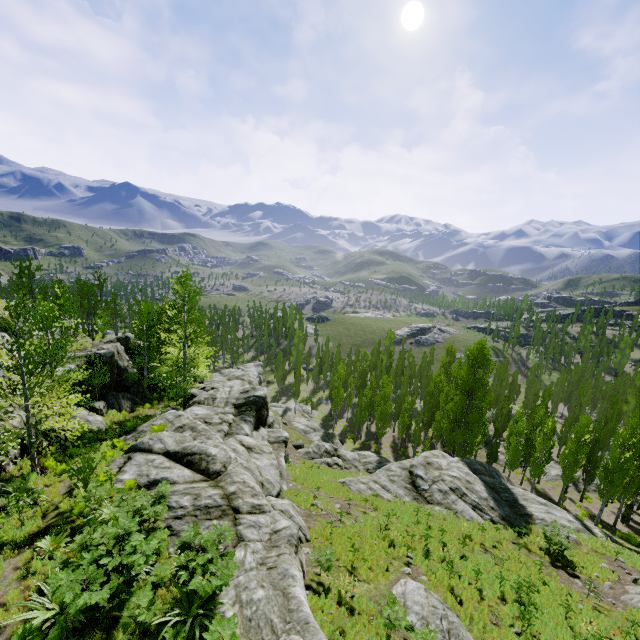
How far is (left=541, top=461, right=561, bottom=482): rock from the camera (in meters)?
38.75

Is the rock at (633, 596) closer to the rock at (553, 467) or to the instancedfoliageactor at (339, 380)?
the instancedfoliageactor at (339, 380)

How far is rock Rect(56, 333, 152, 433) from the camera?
20.52m

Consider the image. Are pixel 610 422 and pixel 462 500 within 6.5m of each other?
no

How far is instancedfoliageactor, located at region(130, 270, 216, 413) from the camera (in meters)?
24.62

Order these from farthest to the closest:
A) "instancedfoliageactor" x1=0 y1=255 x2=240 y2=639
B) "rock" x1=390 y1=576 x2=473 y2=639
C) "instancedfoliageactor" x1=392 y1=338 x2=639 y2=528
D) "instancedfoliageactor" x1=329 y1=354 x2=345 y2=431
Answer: "instancedfoliageactor" x1=329 y1=354 x2=345 y2=431 → "instancedfoliageactor" x1=392 y1=338 x2=639 y2=528 → "rock" x1=390 y1=576 x2=473 y2=639 → "instancedfoliageactor" x1=0 y1=255 x2=240 y2=639

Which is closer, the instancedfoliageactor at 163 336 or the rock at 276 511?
the rock at 276 511

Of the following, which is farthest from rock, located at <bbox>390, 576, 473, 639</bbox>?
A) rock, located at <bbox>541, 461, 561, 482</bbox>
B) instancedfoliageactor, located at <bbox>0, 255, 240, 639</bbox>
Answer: rock, located at <bbox>541, 461, 561, 482</bbox>
